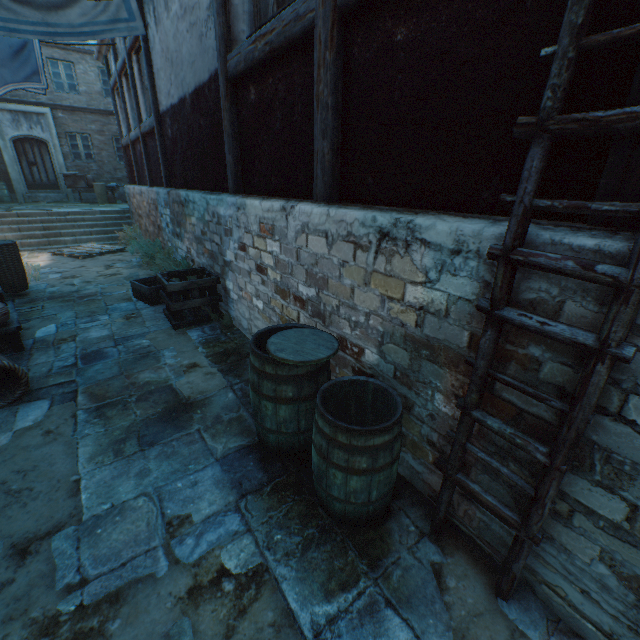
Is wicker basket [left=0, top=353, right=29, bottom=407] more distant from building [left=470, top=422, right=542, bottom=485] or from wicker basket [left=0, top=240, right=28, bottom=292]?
wicker basket [left=0, top=240, right=28, bottom=292]

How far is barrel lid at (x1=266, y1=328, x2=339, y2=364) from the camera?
2.2 meters

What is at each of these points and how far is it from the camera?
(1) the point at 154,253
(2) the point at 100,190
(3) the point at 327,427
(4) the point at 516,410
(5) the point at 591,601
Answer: (1) plants, 8.71m
(2) wicker basket, 14.88m
(3) barrel, 1.93m
(4) building, 1.67m
(5) building, 1.57m

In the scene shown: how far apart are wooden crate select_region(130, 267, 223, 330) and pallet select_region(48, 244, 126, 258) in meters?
5.8

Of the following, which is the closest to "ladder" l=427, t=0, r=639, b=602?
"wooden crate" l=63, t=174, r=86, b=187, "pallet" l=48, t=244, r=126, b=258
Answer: "pallet" l=48, t=244, r=126, b=258

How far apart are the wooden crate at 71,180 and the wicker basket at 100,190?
0.4 meters

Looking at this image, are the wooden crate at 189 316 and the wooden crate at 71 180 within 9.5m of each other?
no

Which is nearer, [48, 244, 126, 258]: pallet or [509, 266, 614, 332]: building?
[509, 266, 614, 332]: building
